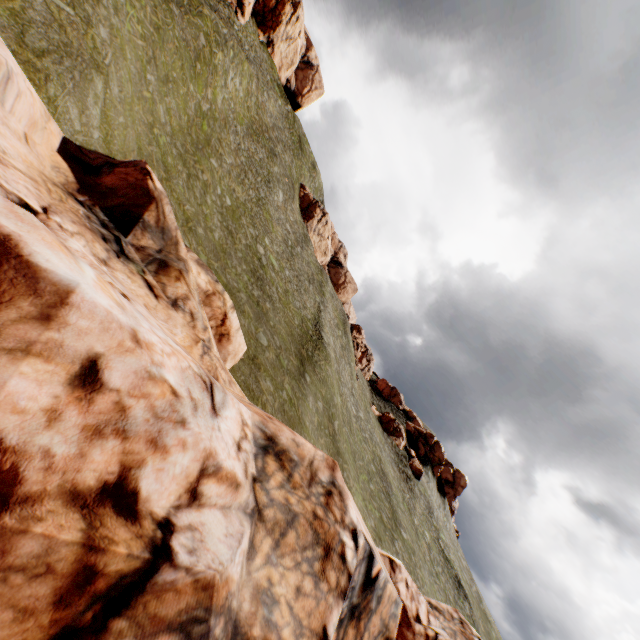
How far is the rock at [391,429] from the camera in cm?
5412

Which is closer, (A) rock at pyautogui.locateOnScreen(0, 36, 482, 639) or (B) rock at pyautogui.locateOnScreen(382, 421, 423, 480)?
(A) rock at pyautogui.locateOnScreen(0, 36, 482, 639)

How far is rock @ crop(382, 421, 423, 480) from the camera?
54.1 meters

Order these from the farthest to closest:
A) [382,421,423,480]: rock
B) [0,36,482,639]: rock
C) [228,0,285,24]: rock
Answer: [382,421,423,480]: rock
[228,0,285,24]: rock
[0,36,482,639]: rock

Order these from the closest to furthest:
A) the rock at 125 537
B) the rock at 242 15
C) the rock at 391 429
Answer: the rock at 125 537 → the rock at 242 15 → the rock at 391 429

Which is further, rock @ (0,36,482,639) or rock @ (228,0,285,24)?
rock @ (228,0,285,24)

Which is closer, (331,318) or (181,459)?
Answer: (181,459)
